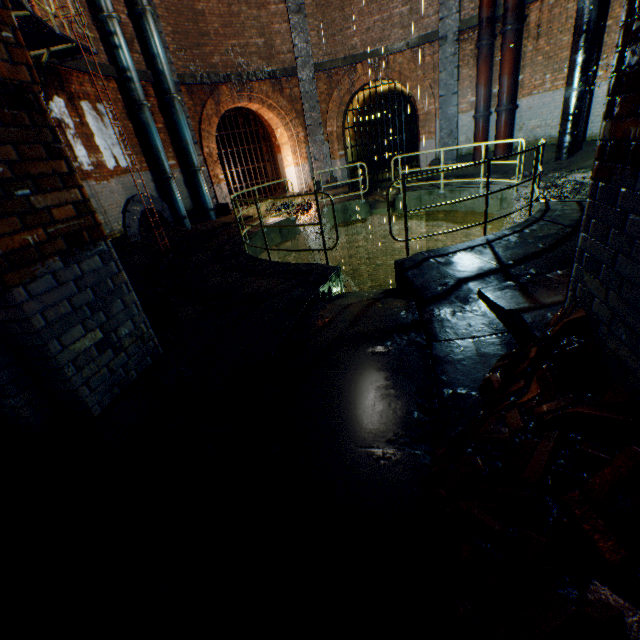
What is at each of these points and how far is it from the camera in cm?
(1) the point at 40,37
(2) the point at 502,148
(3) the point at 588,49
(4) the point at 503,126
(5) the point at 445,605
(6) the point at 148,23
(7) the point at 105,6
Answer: (1) ladder, 639
(2) pipe, 1145
(3) pipe, 865
(4) pipe, 1114
(5) brick pile, 141
(6) pipe, 949
(7) pipe, 848

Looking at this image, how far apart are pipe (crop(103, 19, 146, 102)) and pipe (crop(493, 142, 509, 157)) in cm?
1137

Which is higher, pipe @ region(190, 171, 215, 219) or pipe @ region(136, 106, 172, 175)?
pipe @ region(136, 106, 172, 175)

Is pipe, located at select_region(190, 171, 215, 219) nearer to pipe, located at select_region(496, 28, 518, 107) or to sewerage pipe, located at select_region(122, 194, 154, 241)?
sewerage pipe, located at select_region(122, 194, 154, 241)

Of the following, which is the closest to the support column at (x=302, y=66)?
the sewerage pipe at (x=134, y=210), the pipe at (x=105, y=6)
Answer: the pipe at (x=105, y=6)

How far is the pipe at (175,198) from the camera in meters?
10.5 m

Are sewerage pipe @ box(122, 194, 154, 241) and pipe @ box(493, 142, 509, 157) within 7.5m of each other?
no

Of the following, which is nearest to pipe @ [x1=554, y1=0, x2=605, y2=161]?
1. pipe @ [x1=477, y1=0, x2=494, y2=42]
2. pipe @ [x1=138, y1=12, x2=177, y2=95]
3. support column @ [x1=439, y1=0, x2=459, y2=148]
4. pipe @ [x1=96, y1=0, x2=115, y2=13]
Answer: pipe @ [x1=477, y1=0, x2=494, y2=42]
